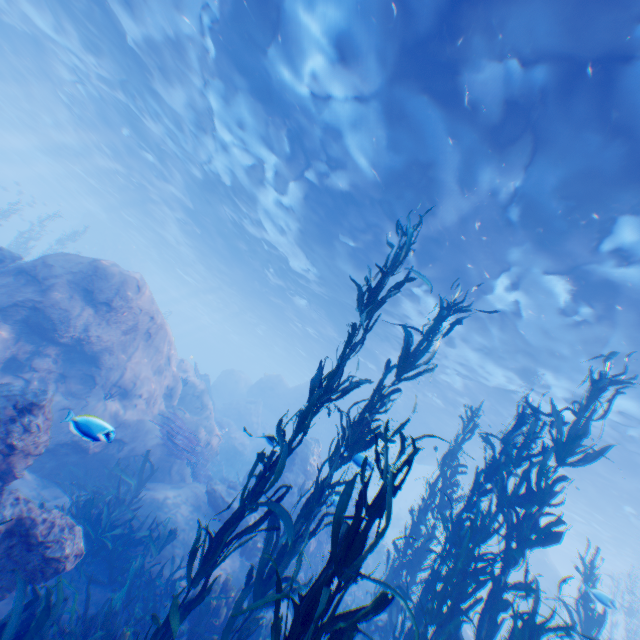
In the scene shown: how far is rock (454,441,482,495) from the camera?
28.16m

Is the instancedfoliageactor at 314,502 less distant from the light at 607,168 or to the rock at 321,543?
the rock at 321,543

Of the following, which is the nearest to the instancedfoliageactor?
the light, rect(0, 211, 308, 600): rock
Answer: rect(0, 211, 308, 600): rock

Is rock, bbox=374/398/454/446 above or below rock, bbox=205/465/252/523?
above

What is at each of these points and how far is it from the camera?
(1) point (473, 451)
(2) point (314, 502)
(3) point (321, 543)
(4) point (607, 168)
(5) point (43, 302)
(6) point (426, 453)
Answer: (1) rock, 28.6m
(2) instancedfoliageactor, 4.7m
(3) rock, 12.5m
(4) light, 7.2m
(5) rock, 9.4m
(6) rock, 31.9m

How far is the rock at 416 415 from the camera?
28.6m
